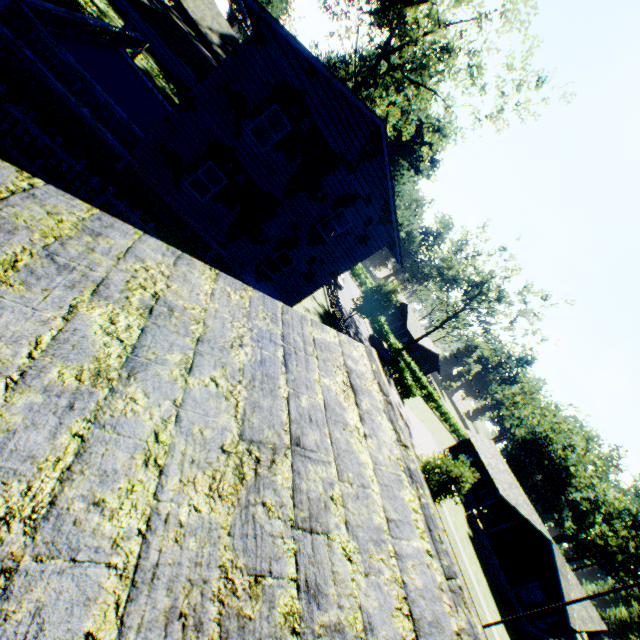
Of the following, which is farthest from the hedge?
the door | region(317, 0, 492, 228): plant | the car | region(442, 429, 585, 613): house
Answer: the door

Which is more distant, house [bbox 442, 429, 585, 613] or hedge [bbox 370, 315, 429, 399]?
hedge [bbox 370, 315, 429, 399]

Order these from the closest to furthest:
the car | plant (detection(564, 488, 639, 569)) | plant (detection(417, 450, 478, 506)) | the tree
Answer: plant (detection(417, 450, 478, 506)) → the tree → the car → plant (detection(564, 488, 639, 569))

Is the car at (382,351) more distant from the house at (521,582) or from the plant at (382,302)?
the house at (521,582)

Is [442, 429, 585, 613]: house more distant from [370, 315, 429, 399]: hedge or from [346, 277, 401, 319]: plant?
[346, 277, 401, 319]: plant

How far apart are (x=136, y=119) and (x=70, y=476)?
19.5 meters

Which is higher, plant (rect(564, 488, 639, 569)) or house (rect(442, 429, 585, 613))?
plant (rect(564, 488, 639, 569))

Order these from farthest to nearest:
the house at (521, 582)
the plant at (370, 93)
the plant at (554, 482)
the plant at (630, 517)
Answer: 1. the plant at (554, 482)
2. the plant at (630, 517)
3. the house at (521, 582)
4. the plant at (370, 93)
